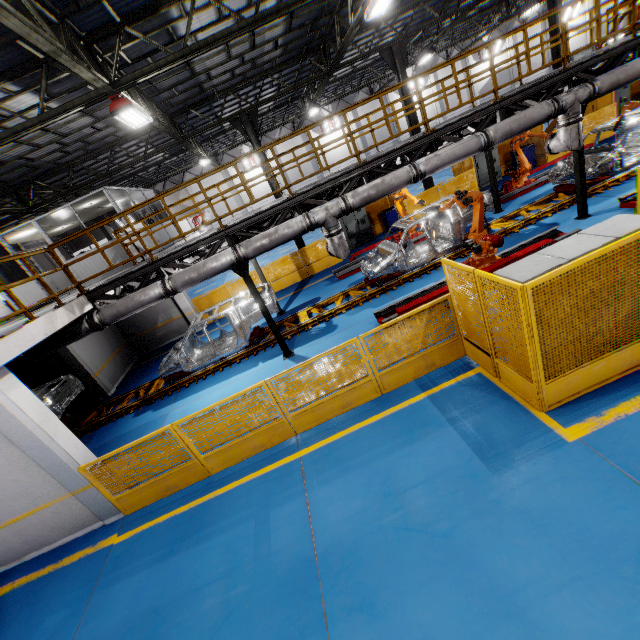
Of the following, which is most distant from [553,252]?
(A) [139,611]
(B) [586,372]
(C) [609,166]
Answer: (C) [609,166]

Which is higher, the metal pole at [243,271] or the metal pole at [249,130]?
the metal pole at [249,130]

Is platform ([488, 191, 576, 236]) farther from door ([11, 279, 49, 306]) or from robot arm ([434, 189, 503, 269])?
door ([11, 279, 49, 306])

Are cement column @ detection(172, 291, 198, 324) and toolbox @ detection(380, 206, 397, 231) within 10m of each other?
no

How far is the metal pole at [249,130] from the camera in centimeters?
1477cm

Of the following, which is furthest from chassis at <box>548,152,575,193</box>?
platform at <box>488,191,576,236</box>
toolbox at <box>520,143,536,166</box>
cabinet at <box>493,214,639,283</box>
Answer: cabinet at <box>493,214,639,283</box>

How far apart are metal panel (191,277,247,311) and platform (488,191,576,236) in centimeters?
456cm
